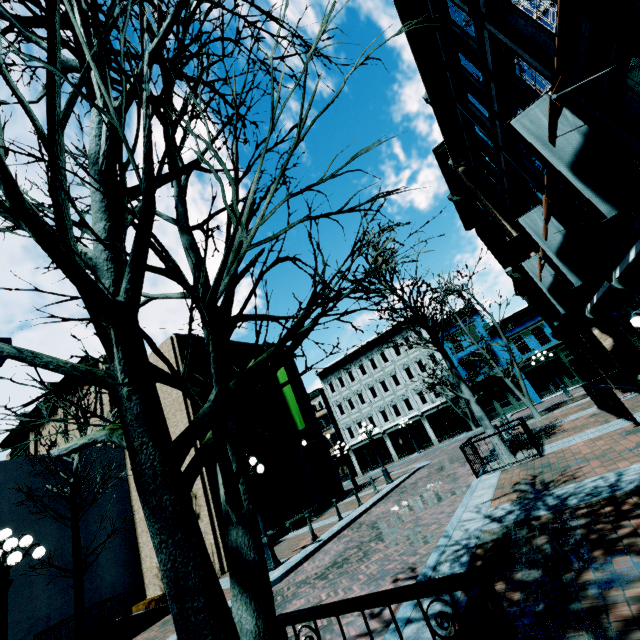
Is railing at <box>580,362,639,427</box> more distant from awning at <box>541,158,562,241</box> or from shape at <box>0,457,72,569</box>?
shape at <box>0,457,72,569</box>

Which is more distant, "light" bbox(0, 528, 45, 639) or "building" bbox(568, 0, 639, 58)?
"light" bbox(0, 528, 45, 639)

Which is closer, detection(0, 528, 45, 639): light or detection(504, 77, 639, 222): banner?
detection(504, 77, 639, 222): banner

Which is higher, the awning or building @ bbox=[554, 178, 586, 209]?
building @ bbox=[554, 178, 586, 209]

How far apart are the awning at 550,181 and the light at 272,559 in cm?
1153

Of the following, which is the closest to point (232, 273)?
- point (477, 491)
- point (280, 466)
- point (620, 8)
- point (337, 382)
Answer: point (620, 8)

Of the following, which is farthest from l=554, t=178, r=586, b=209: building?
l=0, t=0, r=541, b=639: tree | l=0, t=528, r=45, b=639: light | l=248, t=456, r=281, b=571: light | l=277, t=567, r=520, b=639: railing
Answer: l=0, t=528, r=45, b=639: light

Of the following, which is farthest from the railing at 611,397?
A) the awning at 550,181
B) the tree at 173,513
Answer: the tree at 173,513
